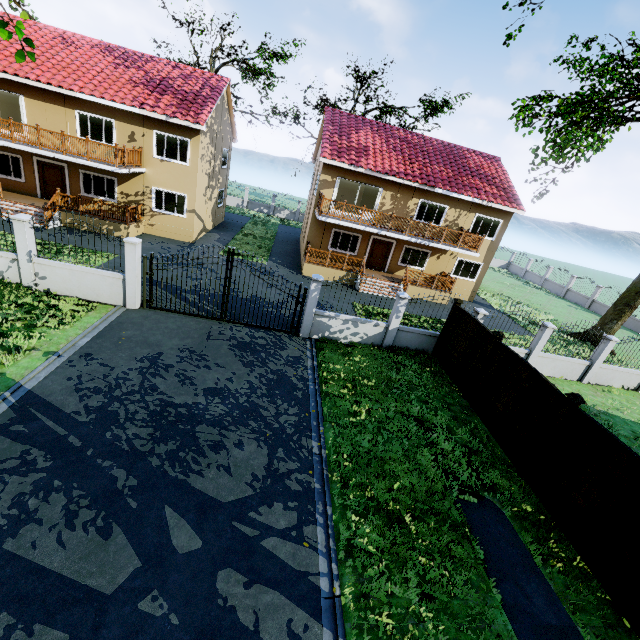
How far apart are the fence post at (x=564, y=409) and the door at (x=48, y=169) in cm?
2532

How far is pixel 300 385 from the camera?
9.8 meters

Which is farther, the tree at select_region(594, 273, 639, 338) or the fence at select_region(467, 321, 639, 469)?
the tree at select_region(594, 273, 639, 338)

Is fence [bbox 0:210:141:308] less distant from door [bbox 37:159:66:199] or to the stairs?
the stairs

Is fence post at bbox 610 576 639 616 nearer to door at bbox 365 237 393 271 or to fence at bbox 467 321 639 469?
fence at bbox 467 321 639 469

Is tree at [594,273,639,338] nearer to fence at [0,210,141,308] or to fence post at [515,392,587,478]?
fence at [0,210,141,308]

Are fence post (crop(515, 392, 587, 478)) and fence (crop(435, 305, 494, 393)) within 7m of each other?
yes

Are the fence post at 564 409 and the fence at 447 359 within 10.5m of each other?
yes
